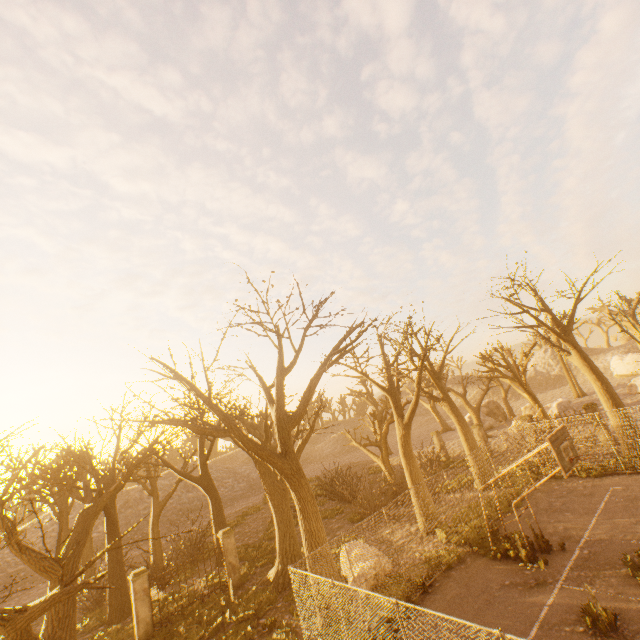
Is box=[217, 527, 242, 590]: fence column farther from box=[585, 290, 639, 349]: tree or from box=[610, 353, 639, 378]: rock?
box=[610, 353, 639, 378]: rock

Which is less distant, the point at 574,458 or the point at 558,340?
the point at 574,458

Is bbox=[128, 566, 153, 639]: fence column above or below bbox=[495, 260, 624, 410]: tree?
below

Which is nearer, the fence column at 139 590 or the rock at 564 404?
the fence column at 139 590

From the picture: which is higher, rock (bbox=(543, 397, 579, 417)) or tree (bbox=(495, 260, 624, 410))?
tree (bbox=(495, 260, 624, 410))

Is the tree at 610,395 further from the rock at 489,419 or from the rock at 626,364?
the rock at 626,364

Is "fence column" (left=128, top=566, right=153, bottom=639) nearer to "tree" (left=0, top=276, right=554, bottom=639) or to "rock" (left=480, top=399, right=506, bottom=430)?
"tree" (left=0, top=276, right=554, bottom=639)
